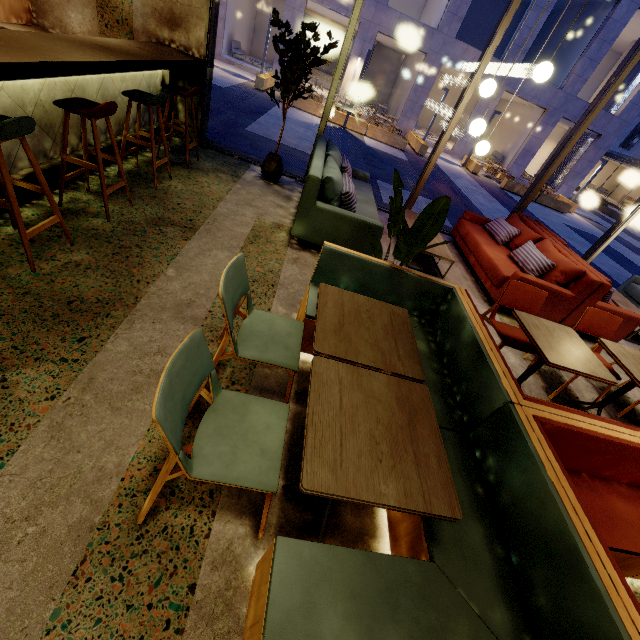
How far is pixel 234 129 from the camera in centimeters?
855cm

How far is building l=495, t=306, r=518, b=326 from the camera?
4.4m

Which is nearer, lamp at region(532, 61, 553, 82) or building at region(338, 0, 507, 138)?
lamp at region(532, 61, 553, 82)

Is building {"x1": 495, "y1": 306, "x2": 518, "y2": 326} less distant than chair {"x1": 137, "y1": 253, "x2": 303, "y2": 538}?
No

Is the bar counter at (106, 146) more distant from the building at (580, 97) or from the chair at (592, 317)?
the building at (580, 97)

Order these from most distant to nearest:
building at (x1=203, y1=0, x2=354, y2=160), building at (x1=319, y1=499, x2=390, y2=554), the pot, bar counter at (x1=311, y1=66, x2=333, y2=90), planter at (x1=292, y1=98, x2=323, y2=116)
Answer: bar counter at (x1=311, y1=66, x2=333, y2=90) → planter at (x1=292, y1=98, x2=323, y2=116) → building at (x1=203, y1=0, x2=354, y2=160) → the pot → building at (x1=319, y1=499, x2=390, y2=554)

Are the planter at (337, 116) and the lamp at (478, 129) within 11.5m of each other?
no

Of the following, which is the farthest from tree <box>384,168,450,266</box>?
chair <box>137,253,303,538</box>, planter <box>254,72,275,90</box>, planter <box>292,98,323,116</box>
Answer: planter <box>254,72,275,90</box>
